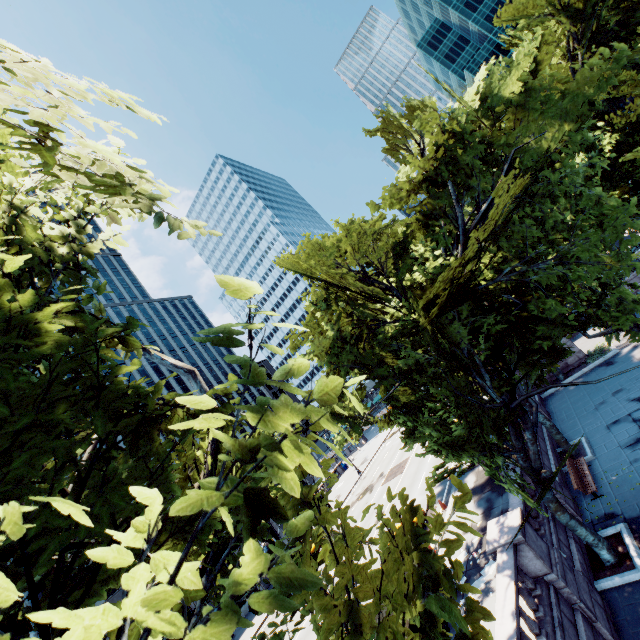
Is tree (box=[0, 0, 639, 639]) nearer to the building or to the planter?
the planter

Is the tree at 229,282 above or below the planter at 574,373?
above

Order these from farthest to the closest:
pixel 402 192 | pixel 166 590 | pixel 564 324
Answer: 1. pixel 402 192
2. pixel 564 324
3. pixel 166 590

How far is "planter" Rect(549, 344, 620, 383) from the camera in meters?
25.0 m

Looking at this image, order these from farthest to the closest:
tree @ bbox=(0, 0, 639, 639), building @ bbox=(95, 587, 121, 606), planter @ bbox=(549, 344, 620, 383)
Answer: building @ bbox=(95, 587, 121, 606) < planter @ bbox=(549, 344, 620, 383) < tree @ bbox=(0, 0, 639, 639)

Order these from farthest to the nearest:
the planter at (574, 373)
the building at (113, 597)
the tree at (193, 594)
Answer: the building at (113, 597)
the planter at (574, 373)
the tree at (193, 594)

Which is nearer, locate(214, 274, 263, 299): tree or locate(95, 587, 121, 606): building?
locate(214, 274, 263, 299): tree
